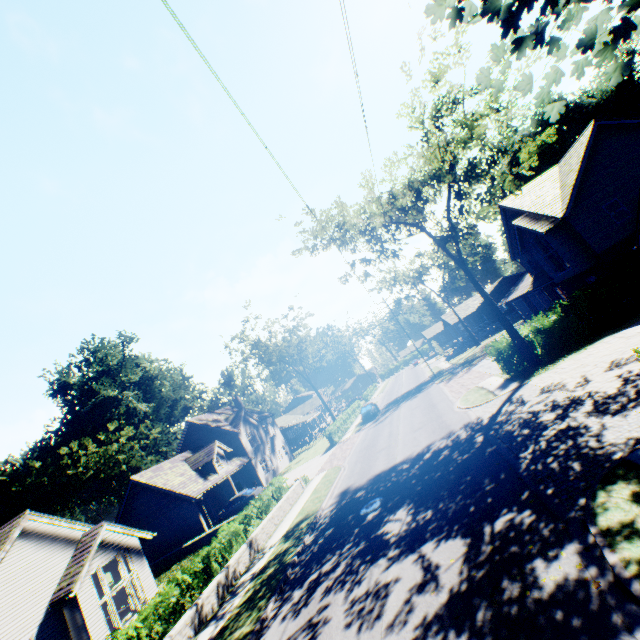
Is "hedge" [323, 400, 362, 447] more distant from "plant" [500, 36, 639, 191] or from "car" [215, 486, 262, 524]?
"plant" [500, 36, 639, 191]

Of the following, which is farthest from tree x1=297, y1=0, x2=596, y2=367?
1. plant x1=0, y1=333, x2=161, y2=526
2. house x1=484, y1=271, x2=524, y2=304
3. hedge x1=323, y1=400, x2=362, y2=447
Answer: house x1=484, y1=271, x2=524, y2=304

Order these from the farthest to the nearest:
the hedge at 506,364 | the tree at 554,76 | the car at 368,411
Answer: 1. the car at 368,411
2. the hedge at 506,364
3. the tree at 554,76

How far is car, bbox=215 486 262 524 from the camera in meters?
28.0

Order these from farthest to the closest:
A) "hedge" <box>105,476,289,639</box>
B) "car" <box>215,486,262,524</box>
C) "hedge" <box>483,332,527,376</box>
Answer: "car" <box>215,486,262,524</box> < "hedge" <box>483,332,527,376</box> < "hedge" <box>105,476,289,639</box>

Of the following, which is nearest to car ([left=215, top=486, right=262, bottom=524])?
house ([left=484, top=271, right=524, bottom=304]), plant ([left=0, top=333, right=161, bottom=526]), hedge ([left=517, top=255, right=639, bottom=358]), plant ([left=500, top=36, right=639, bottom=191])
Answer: hedge ([left=517, top=255, right=639, bottom=358])

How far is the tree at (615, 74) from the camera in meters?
2.9

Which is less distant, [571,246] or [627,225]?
[627,225]
